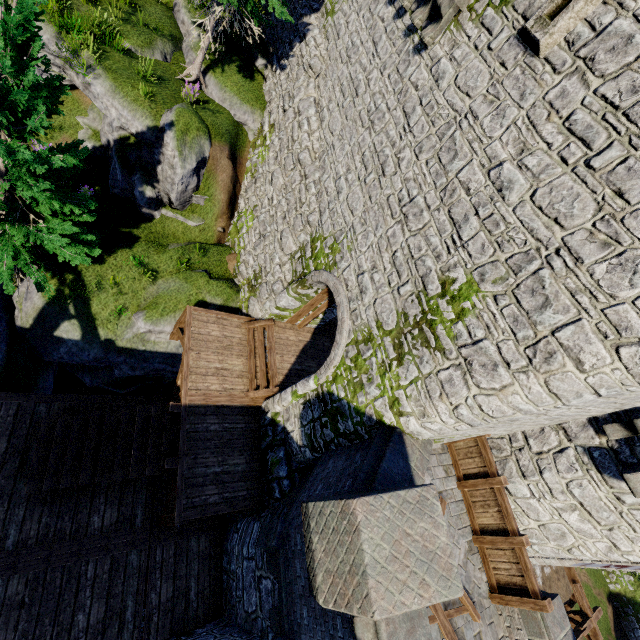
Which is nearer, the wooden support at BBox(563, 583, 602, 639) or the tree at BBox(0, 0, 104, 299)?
the tree at BBox(0, 0, 104, 299)

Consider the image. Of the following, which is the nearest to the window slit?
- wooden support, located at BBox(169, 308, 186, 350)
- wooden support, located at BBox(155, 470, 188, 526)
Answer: wooden support, located at BBox(169, 308, 186, 350)

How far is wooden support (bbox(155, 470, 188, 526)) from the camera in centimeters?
784cm

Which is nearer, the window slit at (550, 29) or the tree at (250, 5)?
the window slit at (550, 29)

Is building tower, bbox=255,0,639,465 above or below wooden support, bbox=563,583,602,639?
above

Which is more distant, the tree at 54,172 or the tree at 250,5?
the tree at 250,5

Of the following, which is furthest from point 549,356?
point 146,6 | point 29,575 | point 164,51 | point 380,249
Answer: point 146,6

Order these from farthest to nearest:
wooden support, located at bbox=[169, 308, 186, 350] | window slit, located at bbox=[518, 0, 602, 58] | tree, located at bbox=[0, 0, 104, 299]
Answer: wooden support, located at bbox=[169, 308, 186, 350] → tree, located at bbox=[0, 0, 104, 299] → window slit, located at bbox=[518, 0, 602, 58]
